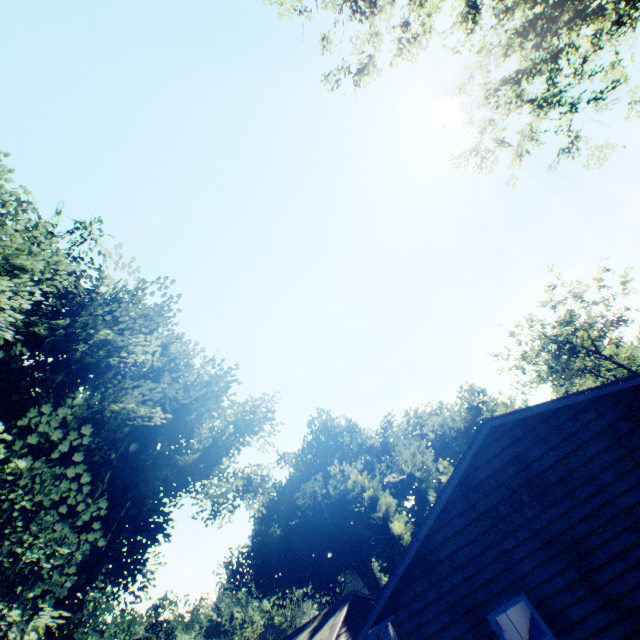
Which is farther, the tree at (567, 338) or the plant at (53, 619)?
the tree at (567, 338)

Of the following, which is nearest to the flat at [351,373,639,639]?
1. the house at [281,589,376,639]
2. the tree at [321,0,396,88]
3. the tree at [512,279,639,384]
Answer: the tree at [321,0,396,88]

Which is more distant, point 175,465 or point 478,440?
point 175,465

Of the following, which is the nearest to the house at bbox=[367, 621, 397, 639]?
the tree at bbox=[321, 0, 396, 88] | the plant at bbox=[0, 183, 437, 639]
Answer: the plant at bbox=[0, 183, 437, 639]

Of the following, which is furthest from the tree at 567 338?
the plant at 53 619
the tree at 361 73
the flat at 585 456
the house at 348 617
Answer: the tree at 361 73

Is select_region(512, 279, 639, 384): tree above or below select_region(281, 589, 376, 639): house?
above

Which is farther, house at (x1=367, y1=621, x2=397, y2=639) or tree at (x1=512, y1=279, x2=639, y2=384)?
tree at (x1=512, y1=279, x2=639, y2=384)

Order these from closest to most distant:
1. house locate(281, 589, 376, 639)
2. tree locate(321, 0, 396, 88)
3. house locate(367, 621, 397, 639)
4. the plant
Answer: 1. tree locate(321, 0, 396, 88)
2. the plant
3. house locate(281, 589, 376, 639)
4. house locate(367, 621, 397, 639)
